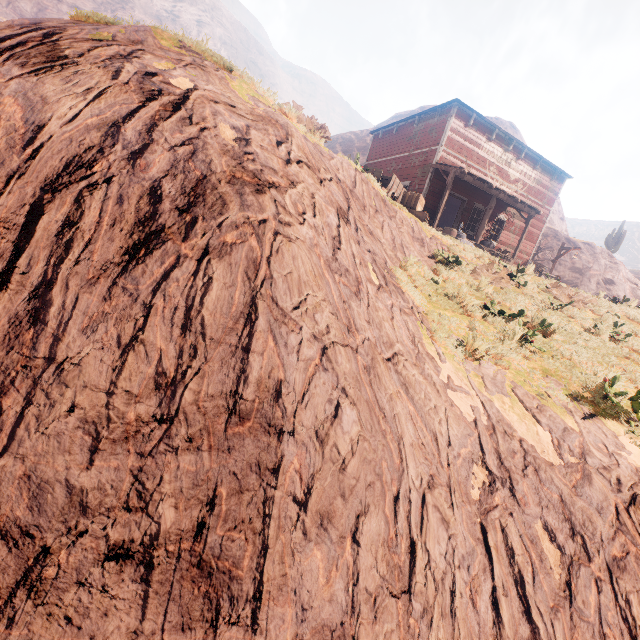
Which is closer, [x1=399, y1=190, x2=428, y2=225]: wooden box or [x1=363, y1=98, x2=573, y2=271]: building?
[x1=399, y1=190, x2=428, y2=225]: wooden box

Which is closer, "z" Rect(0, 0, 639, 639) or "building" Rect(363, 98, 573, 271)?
"z" Rect(0, 0, 639, 639)

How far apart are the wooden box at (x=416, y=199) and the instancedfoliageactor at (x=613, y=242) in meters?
38.5 m

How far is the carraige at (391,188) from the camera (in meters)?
9.12

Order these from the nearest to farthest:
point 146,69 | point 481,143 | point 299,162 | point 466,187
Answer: point 146,69 < point 299,162 < point 481,143 < point 466,187

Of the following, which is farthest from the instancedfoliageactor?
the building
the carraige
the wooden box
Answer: the wooden box

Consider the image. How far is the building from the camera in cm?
1644

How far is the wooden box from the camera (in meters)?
11.77
